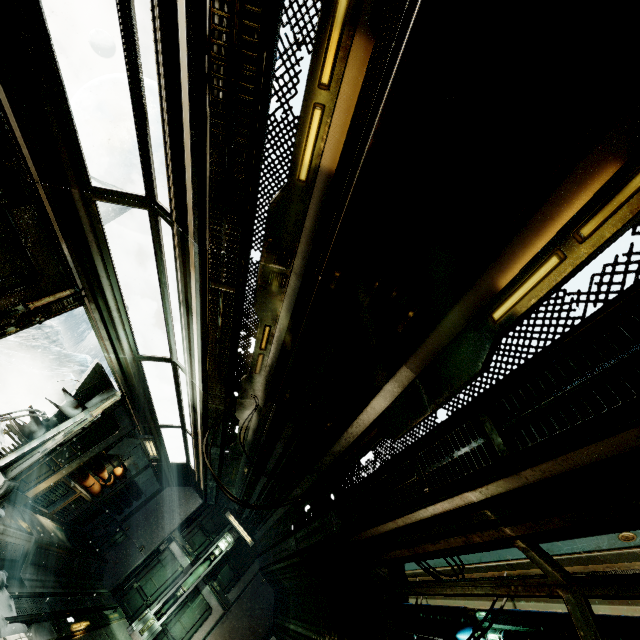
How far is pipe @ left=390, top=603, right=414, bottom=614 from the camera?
5.2m

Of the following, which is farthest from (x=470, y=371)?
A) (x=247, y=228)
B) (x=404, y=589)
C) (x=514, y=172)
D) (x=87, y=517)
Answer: (x=87, y=517)

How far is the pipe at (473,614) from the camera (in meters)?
3.99

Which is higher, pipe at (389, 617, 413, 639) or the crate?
pipe at (389, 617, 413, 639)

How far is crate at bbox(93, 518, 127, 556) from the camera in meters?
11.5

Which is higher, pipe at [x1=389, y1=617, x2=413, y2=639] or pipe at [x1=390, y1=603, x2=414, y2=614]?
pipe at [x1=390, y1=603, x2=414, y2=614]

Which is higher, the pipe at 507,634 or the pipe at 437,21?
the pipe at 437,21
